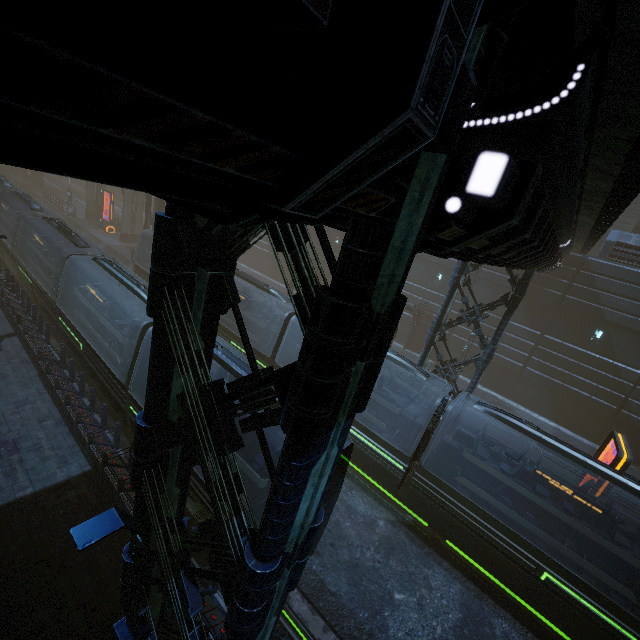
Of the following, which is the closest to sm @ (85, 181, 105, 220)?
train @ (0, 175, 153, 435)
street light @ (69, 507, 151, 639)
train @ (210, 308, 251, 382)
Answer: train @ (210, 308, 251, 382)

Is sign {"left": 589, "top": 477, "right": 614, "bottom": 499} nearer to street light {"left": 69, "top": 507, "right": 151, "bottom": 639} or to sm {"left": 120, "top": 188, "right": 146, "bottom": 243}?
sm {"left": 120, "top": 188, "right": 146, "bottom": 243}

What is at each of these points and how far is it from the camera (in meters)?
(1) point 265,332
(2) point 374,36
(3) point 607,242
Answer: (1) train, 19.72
(2) building, 0.97
(3) building, 21.67

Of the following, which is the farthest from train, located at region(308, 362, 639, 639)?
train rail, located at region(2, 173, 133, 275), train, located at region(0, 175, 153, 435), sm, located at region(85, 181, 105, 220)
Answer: train, located at region(0, 175, 153, 435)

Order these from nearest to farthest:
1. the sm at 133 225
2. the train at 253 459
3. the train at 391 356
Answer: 1. the train at 253 459
2. the train at 391 356
3. the sm at 133 225

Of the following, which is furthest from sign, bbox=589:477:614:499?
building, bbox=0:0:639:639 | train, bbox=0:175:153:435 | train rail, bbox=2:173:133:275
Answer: train, bbox=0:175:153:435

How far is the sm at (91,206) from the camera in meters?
41.8

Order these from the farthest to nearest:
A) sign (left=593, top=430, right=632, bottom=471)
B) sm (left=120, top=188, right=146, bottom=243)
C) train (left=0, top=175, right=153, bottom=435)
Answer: sm (left=120, top=188, right=146, bottom=243) < train (left=0, top=175, right=153, bottom=435) < sign (left=593, top=430, right=632, bottom=471)
